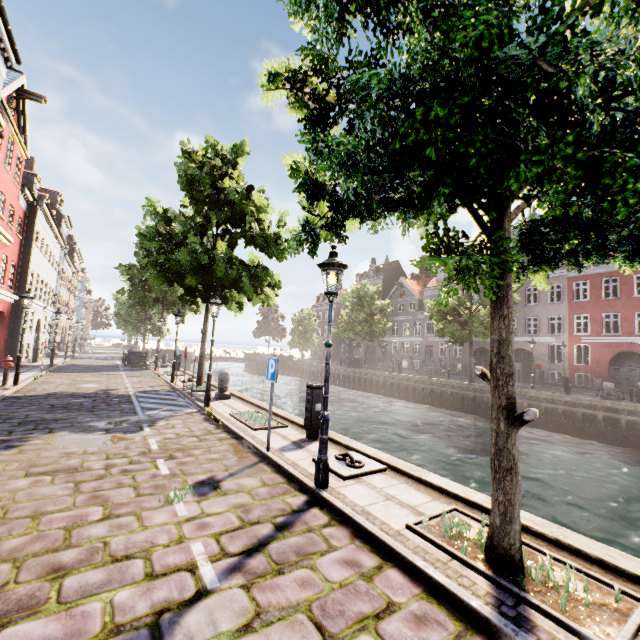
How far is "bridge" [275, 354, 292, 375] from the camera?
51.1 meters

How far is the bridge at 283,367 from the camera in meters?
51.1

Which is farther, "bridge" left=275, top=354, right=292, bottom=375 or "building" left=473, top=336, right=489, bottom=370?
"bridge" left=275, top=354, right=292, bottom=375

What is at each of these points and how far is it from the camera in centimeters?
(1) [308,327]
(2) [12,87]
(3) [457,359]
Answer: (1) tree, 4925cm
(2) building, 1581cm
(3) building, 3788cm

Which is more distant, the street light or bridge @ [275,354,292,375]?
bridge @ [275,354,292,375]

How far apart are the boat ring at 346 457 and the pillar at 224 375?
7.2m

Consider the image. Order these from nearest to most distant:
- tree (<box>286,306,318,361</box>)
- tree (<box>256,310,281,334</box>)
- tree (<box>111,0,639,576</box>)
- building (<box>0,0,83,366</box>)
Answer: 1. tree (<box>111,0,639,576</box>)
2. building (<box>0,0,83,366</box>)
3. tree (<box>286,306,318,361</box>)
4. tree (<box>256,310,281,334</box>)

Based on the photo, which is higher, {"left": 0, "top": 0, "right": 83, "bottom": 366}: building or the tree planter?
{"left": 0, "top": 0, "right": 83, "bottom": 366}: building
